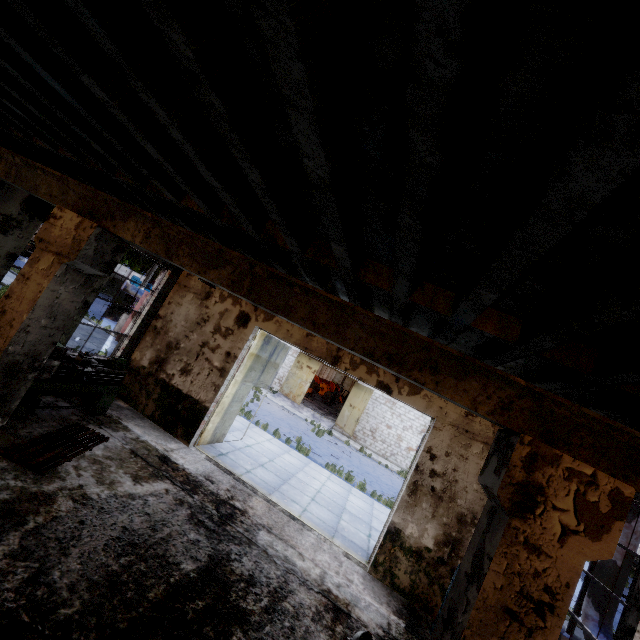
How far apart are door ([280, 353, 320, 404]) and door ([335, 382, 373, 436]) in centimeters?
327cm

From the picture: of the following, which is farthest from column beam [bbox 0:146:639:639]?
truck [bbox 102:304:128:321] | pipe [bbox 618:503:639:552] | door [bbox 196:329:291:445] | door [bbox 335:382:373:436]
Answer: door [bbox 335:382:373:436]

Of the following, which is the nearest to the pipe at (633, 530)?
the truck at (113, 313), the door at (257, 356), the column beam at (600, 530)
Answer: the column beam at (600, 530)

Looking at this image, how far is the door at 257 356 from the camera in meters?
9.7

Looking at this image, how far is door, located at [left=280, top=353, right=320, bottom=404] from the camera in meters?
26.5

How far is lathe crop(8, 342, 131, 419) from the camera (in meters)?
6.41

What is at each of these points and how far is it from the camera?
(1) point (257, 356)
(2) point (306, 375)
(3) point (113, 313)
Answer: (1) door, 10.3 meters
(2) door, 27.0 meters
(3) truck, 21.8 meters

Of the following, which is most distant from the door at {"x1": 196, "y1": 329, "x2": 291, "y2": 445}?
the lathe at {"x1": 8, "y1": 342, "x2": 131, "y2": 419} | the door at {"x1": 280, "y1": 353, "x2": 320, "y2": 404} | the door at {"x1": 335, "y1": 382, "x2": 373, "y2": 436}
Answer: the door at {"x1": 280, "y1": 353, "x2": 320, "y2": 404}
